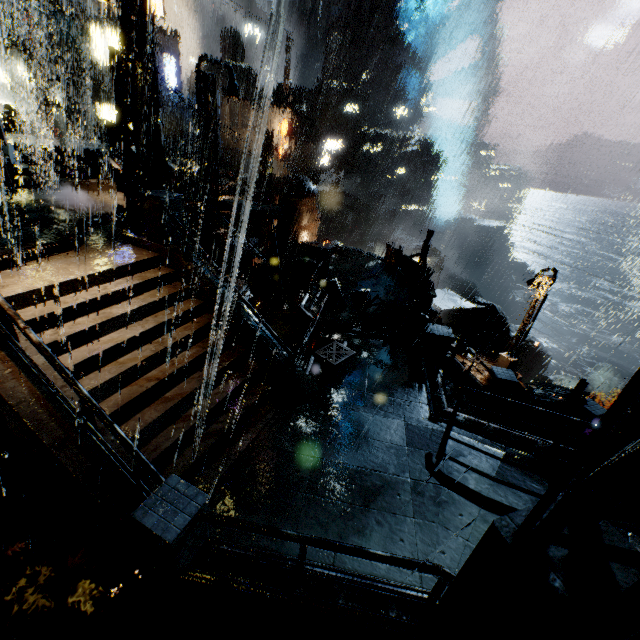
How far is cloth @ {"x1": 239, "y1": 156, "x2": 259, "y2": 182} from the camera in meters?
39.7

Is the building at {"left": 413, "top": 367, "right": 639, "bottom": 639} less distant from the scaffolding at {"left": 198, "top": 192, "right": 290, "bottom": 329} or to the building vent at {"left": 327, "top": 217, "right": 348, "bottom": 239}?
the scaffolding at {"left": 198, "top": 192, "right": 290, "bottom": 329}

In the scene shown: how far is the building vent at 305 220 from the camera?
26.83m

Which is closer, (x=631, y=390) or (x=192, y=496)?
(x=631, y=390)

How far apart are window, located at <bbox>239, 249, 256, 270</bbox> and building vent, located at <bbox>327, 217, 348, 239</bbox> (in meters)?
24.81

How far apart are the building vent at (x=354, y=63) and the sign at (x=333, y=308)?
55.6 meters

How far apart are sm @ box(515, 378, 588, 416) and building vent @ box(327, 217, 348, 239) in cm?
4390

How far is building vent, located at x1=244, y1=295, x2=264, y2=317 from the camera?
20.66m
